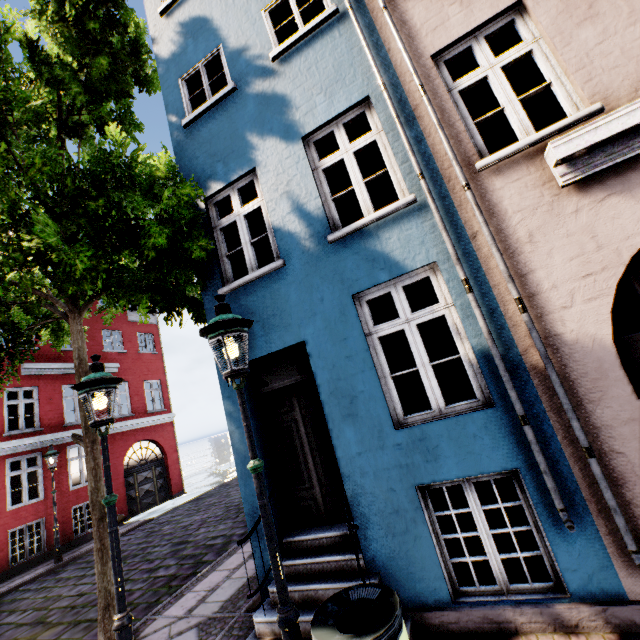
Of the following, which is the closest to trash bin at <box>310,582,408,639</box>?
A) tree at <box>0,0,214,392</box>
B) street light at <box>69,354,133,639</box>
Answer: street light at <box>69,354,133,639</box>

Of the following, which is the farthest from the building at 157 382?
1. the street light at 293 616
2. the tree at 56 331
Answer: the street light at 293 616

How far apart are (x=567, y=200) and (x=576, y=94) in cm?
128

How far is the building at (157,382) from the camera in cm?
1550

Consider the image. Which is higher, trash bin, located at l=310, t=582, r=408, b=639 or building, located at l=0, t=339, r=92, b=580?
building, located at l=0, t=339, r=92, b=580

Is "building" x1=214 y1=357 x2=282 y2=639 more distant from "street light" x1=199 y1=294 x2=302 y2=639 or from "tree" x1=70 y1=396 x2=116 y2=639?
"street light" x1=199 y1=294 x2=302 y2=639

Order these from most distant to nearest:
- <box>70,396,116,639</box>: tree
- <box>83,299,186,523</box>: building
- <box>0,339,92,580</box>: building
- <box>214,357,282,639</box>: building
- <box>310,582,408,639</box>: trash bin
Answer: <box>83,299,186,523</box>: building
<box>0,339,92,580</box>: building
<box>70,396,116,639</box>: tree
<box>214,357,282,639</box>: building
<box>310,582,408,639</box>: trash bin

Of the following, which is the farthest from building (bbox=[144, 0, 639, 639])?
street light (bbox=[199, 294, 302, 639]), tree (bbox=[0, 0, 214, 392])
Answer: street light (bbox=[199, 294, 302, 639])
